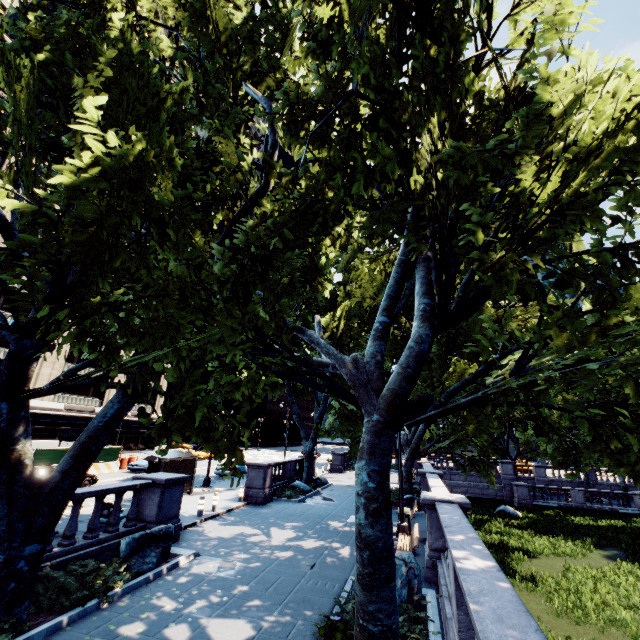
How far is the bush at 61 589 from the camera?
6.95m

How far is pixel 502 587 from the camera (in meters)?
4.25

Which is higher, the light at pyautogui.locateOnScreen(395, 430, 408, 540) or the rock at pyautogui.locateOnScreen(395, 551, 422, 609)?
the rock at pyautogui.locateOnScreen(395, 551, 422, 609)

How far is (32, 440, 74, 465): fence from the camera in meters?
23.8 m

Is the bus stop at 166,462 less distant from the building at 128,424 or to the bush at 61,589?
the bush at 61,589

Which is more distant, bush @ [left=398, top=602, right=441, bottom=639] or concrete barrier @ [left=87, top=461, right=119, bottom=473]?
concrete barrier @ [left=87, top=461, right=119, bottom=473]

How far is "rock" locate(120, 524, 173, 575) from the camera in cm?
897

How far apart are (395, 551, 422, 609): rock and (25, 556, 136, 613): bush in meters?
5.5 m
